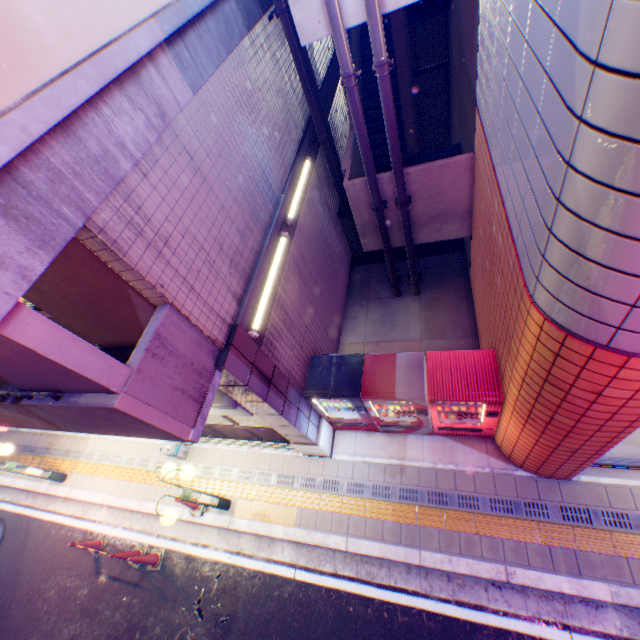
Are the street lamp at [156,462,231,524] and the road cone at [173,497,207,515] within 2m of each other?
yes

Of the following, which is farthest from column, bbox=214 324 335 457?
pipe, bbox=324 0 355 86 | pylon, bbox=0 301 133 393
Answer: pipe, bbox=324 0 355 86

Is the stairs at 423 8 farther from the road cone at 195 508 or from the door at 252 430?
the road cone at 195 508

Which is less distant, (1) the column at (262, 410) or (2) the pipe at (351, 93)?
(1) the column at (262, 410)

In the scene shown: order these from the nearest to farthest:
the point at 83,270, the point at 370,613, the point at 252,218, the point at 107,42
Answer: the point at 107,42 < the point at 83,270 < the point at 252,218 < the point at 370,613

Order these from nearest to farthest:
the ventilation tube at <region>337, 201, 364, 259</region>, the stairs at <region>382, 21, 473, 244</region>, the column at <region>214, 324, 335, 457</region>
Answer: the column at <region>214, 324, 335, 457</region>, the stairs at <region>382, 21, 473, 244</region>, the ventilation tube at <region>337, 201, 364, 259</region>

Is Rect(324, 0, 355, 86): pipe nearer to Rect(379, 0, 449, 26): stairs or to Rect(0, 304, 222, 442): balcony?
Rect(379, 0, 449, 26): stairs

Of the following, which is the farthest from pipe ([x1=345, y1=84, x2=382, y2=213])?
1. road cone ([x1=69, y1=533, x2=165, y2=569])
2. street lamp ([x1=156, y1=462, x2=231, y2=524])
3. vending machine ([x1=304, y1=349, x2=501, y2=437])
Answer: road cone ([x1=69, y1=533, x2=165, y2=569])
